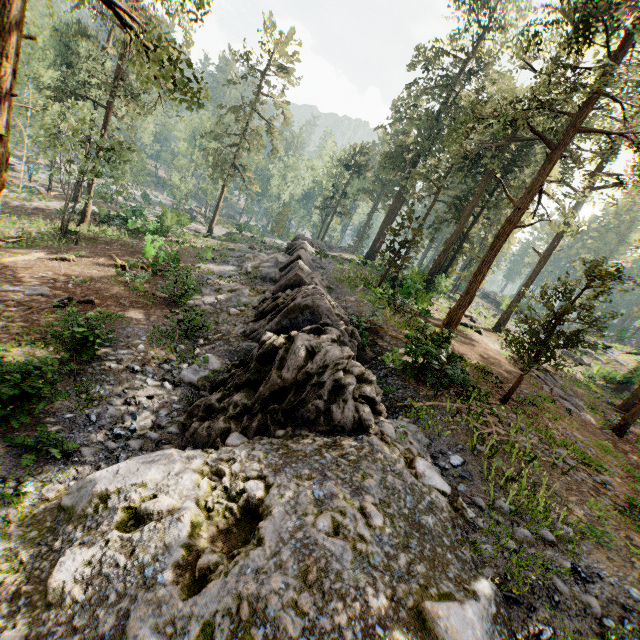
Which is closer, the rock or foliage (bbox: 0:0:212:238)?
the rock

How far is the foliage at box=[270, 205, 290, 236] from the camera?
51.66m

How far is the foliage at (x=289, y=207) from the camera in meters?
51.7

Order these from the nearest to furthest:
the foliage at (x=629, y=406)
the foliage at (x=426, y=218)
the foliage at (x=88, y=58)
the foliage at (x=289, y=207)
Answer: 1. the foliage at (x=88, y=58)
2. the foliage at (x=426, y=218)
3. the foliage at (x=629, y=406)
4. the foliage at (x=289, y=207)

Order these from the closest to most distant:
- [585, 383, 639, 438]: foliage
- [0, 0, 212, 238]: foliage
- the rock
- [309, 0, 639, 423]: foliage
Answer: the rock
[0, 0, 212, 238]: foliage
[309, 0, 639, 423]: foliage
[585, 383, 639, 438]: foliage

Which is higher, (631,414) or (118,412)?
(631,414)

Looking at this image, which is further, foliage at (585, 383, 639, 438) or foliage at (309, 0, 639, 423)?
foliage at (585, 383, 639, 438)
